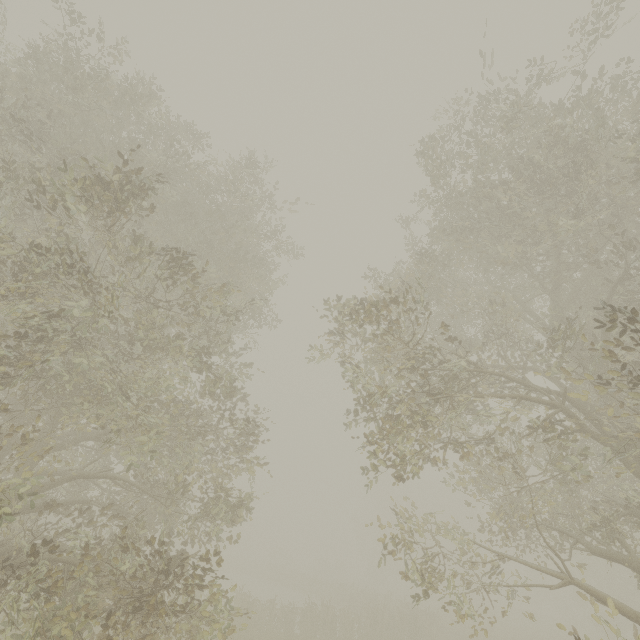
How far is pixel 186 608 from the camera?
7.30m
